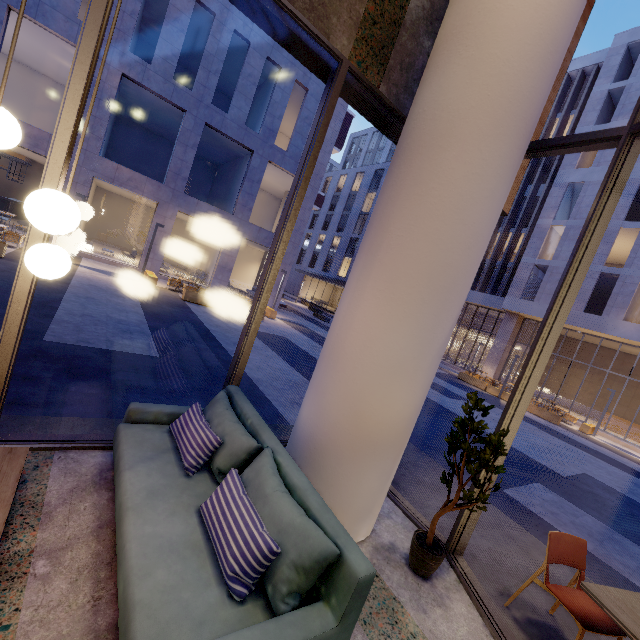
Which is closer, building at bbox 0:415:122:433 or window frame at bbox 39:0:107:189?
window frame at bbox 39:0:107:189

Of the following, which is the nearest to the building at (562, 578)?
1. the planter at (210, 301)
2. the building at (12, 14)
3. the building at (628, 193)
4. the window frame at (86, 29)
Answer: the window frame at (86, 29)

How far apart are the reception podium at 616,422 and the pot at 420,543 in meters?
27.6 m

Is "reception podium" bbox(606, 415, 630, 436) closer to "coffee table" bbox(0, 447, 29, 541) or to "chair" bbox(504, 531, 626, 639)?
"chair" bbox(504, 531, 626, 639)

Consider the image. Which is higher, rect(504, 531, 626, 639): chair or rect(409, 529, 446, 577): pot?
rect(504, 531, 626, 639): chair

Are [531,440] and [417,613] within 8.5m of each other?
no

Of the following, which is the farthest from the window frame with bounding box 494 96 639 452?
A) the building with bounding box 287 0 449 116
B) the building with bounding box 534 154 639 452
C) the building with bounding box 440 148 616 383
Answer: the building with bounding box 440 148 616 383

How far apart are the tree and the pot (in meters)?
0.05
